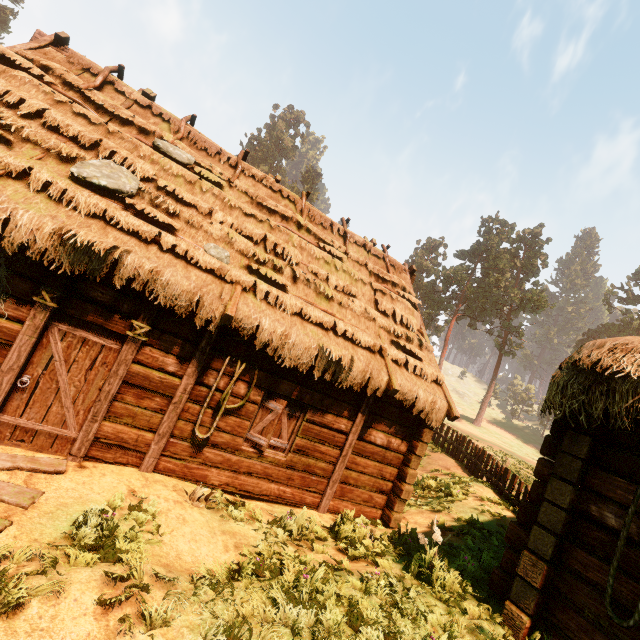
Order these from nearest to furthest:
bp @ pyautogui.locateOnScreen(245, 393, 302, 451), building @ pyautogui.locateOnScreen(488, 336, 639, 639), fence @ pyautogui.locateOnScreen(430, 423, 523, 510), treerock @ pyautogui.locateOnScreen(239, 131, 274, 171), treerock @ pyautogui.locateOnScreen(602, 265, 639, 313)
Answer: building @ pyautogui.locateOnScreen(488, 336, 639, 639), bp @ pyautogui.locateOnScreen(245, 393, 302, 451), fence @ pyautogui.locateOnScreen(430, 423, 523, 510), treerock @ pyautogui.locateOnScreen(602, 265, 639, 313), treerock @ pyautogui.locateOnScreen(239, 131, 274, 171)

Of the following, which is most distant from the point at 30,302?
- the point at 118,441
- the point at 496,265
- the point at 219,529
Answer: the point at 496,265

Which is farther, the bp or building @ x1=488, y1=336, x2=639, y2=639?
the bp

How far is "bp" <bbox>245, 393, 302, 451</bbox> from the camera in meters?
6.8

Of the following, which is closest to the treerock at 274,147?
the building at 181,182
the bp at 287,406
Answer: the building at 181,182

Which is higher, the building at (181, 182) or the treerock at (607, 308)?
the treerock at (607, 308)

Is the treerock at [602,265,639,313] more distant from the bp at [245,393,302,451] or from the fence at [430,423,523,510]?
the bp at [245,393,302,451]

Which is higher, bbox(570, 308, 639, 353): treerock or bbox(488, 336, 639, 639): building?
bbox(570, 308, 639, 353): treerock
